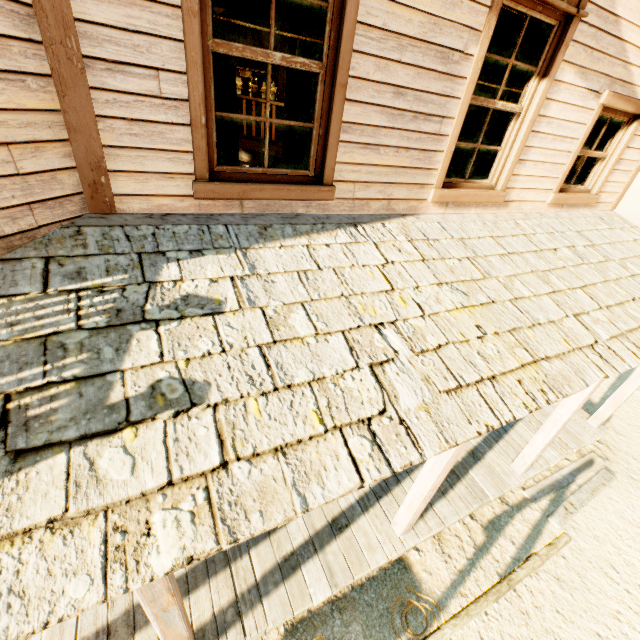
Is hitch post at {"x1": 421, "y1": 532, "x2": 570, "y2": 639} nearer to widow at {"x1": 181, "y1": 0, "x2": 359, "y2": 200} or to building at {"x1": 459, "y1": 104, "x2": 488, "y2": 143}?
building at {"x1": 459, "y1": 104, "x2": 488, "y2": 143}

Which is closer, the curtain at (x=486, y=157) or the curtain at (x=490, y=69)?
the curtain at (x=490, y=69)

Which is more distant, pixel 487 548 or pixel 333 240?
pixel 487 548

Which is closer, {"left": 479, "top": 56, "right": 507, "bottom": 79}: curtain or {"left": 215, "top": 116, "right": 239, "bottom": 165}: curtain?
{"left": 215, "top": 116, "right": 239, "bottom": 165}: curtain

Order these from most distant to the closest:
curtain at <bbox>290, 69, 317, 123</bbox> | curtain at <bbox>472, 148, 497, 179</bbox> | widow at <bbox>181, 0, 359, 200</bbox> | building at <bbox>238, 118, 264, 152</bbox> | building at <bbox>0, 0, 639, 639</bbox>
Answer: building at <bbox>238, 118, 264, 152</bbox>, curtain at <bbox>472, 148, 497, 179</bbox>, curtain at <bbox>290, 69, 317, 123</bbox>, widow at <bbox>181, 0, 359, 200</bbox>, building at <bbox>0, 0, 639, 639</bbox>

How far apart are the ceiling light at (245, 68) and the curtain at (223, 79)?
4.9m

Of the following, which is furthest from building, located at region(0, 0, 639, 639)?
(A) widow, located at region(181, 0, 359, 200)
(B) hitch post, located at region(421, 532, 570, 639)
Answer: (B) hitch post, located at region(421, 532, 570, 639)

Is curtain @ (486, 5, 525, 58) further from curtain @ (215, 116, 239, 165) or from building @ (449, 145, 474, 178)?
curtain @ (215, 116, 239, 165)
